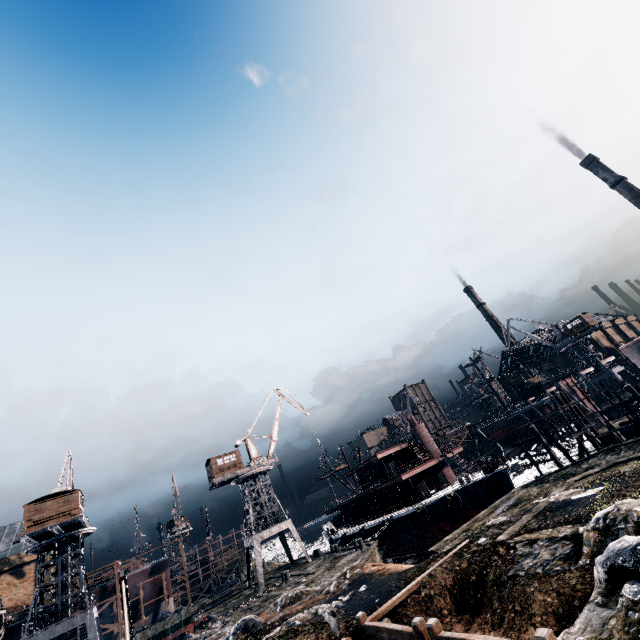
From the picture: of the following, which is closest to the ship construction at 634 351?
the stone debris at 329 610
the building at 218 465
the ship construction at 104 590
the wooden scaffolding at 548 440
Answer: the wooden scaffolding at 548 440

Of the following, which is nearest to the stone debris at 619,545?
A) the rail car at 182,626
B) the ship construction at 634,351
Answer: the ship construction at 634,351

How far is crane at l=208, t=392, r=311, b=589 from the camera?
43.38m

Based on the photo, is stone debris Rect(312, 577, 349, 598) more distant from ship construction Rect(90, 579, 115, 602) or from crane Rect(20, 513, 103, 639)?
ship construction Rect(90, 579, 115, 602)

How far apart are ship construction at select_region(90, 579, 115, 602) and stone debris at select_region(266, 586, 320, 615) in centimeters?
3295cm

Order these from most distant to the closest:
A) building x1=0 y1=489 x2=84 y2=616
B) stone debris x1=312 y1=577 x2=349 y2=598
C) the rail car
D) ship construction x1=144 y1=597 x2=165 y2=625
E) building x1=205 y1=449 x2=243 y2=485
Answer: building x1=205 y1=449 x2=243 y2=485 → ship construction x1=144 y1=597 x2=165 y2=625 → building x1=0 y1=489 x2=84 y2=616 → the rail car → stone debris x1=312 y1=577 x2=349 y2=598

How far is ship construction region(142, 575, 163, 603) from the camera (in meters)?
45.06

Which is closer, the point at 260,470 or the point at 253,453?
the point at 260,470
